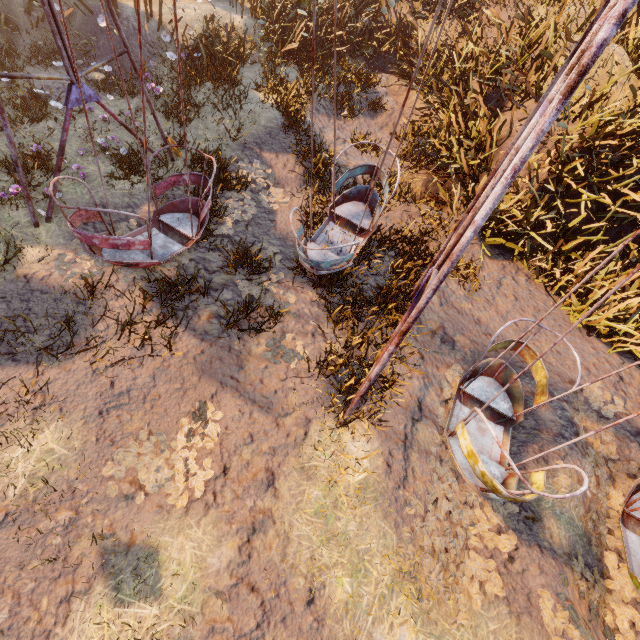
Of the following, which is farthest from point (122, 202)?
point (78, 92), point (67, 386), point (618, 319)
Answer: point (618, 319)

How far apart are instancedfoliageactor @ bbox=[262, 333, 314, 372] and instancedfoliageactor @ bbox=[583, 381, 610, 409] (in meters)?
3.96

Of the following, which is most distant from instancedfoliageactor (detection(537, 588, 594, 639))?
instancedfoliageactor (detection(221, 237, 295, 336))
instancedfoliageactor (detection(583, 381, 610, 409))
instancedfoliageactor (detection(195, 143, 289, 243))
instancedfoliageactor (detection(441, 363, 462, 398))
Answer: instancedfoliageactor (detection(195, 143, 289, 243))

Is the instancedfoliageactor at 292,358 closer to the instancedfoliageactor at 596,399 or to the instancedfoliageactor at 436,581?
the instancedfoliageactor at 436,581

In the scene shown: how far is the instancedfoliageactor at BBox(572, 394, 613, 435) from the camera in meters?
5.4

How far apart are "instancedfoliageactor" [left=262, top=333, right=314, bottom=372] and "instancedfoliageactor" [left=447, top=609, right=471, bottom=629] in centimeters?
221cm

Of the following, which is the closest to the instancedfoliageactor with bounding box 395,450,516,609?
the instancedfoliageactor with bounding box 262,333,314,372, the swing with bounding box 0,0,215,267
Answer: the swing with bounding box 0,0,215,267

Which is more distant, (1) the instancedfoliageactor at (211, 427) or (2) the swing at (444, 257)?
(1) the instancedfoliageactor at (211, 427)
